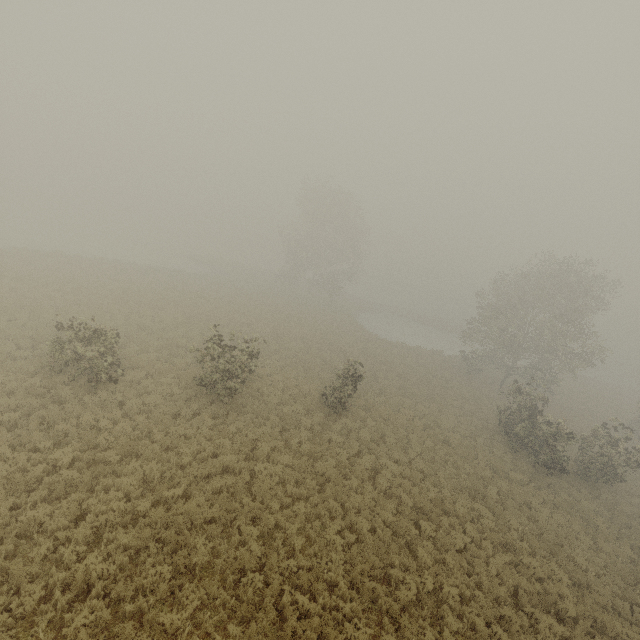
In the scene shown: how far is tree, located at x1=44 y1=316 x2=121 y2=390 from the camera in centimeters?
1363cm

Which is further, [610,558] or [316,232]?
[316,232]

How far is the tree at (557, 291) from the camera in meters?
20.0 m

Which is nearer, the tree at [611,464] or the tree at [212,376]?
the tree at [212,376]

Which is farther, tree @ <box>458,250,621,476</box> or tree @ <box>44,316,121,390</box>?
tree @ <box>458,250,621,476</box>
